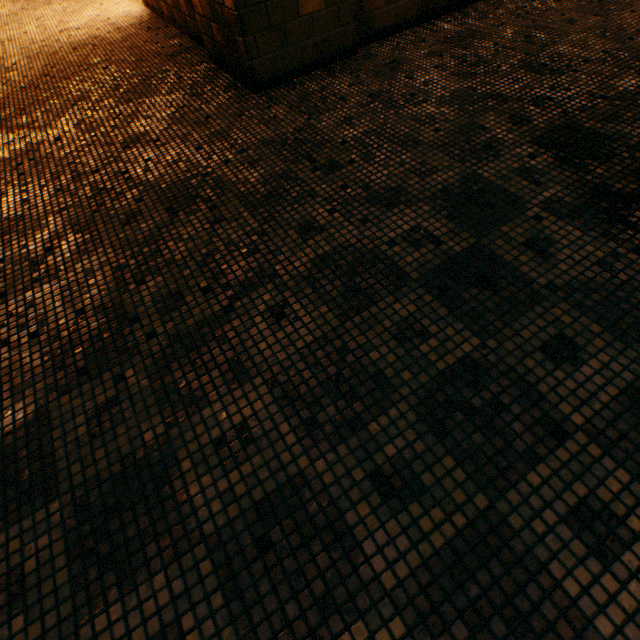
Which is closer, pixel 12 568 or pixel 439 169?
pixel 12 568
